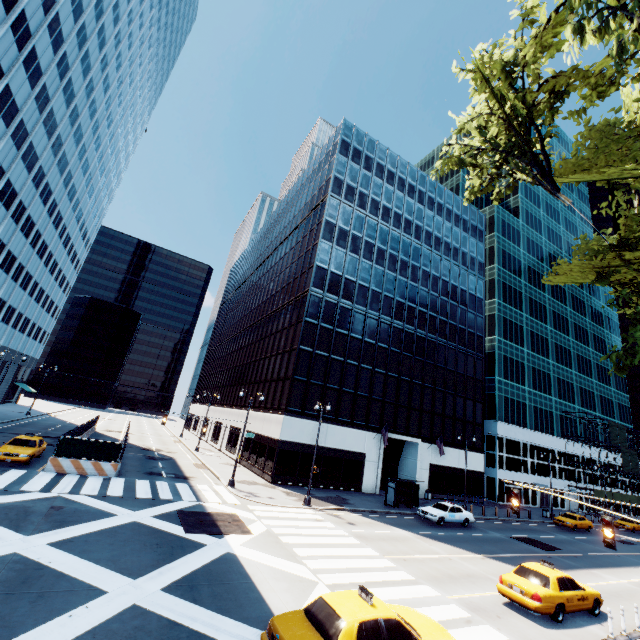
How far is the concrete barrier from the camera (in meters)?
20.64

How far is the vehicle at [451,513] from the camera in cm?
2536

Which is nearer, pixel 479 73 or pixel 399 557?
pixel 479 73

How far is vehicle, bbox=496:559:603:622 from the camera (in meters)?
12.39

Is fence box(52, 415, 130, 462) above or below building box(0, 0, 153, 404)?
below

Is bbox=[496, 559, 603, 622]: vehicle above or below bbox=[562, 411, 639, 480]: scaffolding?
below

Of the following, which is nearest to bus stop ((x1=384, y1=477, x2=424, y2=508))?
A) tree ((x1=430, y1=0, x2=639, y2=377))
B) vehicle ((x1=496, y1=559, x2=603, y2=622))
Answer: vehicle ((x1=496, y1=559, x2=603, y2=622))

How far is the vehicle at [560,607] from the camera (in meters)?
12.39
